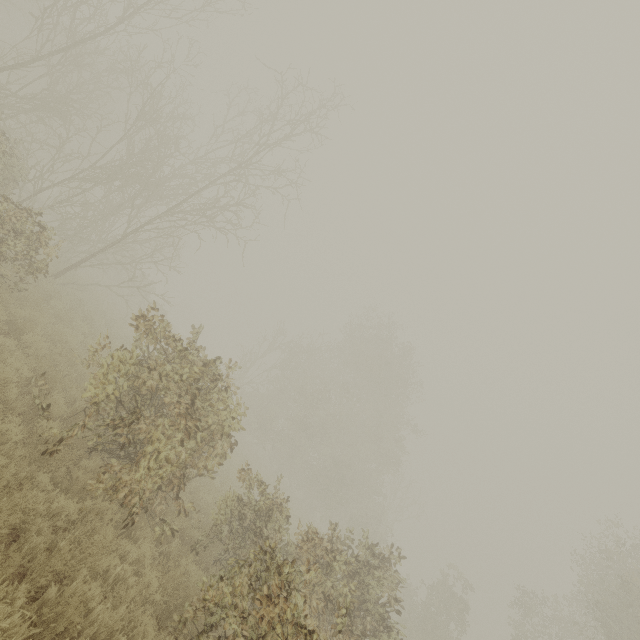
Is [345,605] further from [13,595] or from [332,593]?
[13,595]
